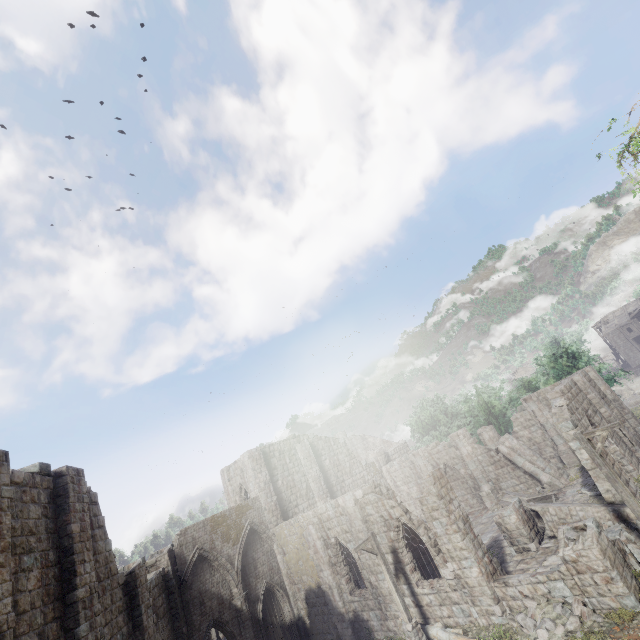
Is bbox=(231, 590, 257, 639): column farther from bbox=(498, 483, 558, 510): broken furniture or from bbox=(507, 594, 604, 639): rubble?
bbox=(498, 483, 558, 510): broken furniture

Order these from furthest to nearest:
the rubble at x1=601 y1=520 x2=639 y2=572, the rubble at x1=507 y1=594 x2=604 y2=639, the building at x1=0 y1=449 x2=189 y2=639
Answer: the rubble at x1=601 y1=520 x2=639 y2=572 < the rubble at x1=507 y1=594 x2=604 y2=639 < the building at x1=0 y1=449 x2=189 y2=639

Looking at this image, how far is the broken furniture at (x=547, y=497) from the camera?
20.9m

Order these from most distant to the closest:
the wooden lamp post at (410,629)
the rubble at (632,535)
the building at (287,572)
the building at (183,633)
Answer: the wooden lamp post at (410,629), the building at (287,572), the rubble at (632,535), the building at (183,633)

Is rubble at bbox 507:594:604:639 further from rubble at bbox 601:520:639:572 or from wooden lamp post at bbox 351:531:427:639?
wooden lamp post at bbox 351:531:427:639

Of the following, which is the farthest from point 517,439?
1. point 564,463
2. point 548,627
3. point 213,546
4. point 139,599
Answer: point 139,599

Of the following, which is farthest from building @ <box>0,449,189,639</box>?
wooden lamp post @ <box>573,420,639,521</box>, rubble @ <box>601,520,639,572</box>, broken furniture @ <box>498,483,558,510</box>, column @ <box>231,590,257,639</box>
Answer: column @ <box>231,590,257,639</box>

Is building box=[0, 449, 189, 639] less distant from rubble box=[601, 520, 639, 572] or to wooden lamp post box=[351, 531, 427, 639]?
rubble box=[601, 520, 639, 572]
